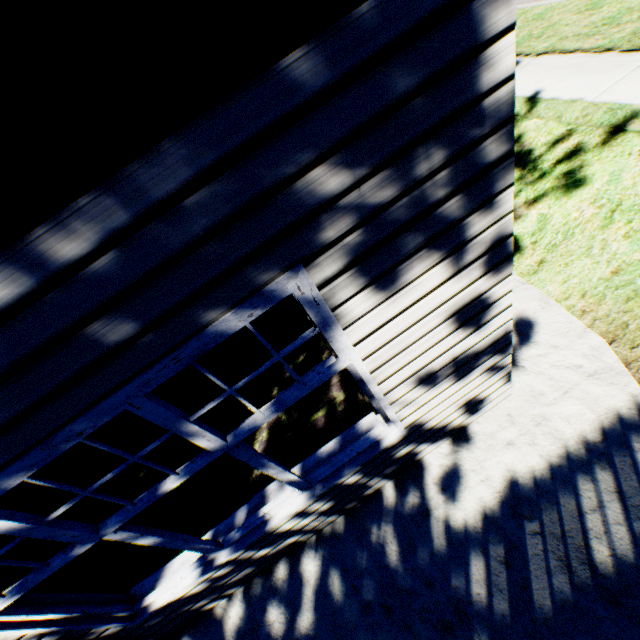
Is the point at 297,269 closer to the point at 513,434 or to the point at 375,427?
the point at 375,427
